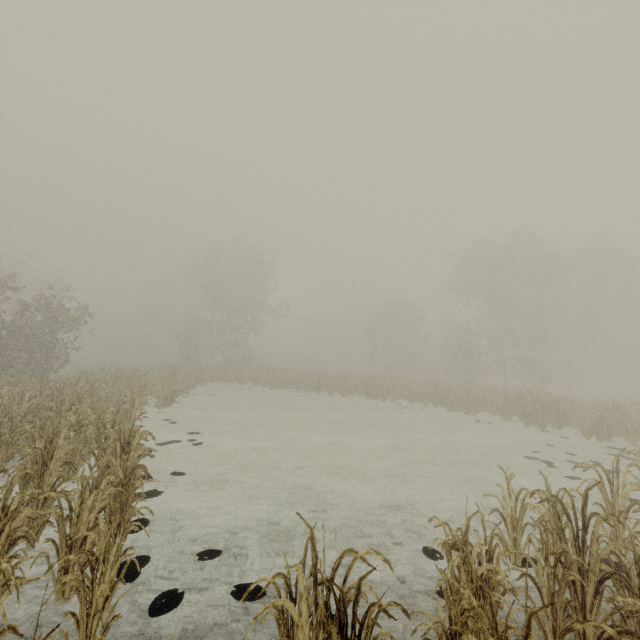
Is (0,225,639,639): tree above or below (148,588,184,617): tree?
above

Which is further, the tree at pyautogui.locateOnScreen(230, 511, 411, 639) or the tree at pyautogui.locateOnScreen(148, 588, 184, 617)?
the tree at pyautogui.locateOnScreen(148, 588, 184, 617)

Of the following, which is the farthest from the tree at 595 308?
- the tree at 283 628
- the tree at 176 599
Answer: the tree at 176 599

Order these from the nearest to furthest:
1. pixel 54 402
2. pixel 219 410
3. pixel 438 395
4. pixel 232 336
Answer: pixel 54 402
pixel 219 410
pixel 438 395
pixel 232 336

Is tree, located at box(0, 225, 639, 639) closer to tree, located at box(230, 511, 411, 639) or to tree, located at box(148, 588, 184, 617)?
tree, located at box(230, 511, 411, 639)

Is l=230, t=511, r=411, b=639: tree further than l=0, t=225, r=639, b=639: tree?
No

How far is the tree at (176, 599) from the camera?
3.94m
